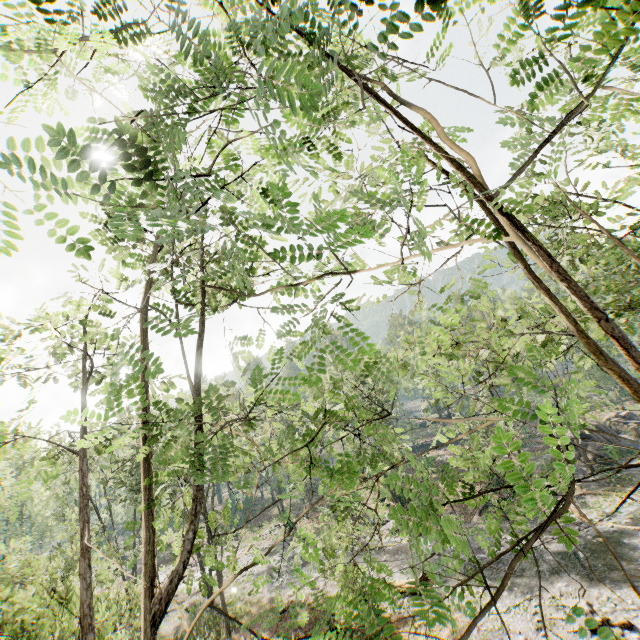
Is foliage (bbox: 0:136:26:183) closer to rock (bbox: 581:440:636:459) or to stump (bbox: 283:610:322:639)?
rock (bbox: 581:440:636:459)

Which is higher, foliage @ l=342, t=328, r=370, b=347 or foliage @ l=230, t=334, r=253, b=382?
foliage @ l=230, t=334, r=253, b=382

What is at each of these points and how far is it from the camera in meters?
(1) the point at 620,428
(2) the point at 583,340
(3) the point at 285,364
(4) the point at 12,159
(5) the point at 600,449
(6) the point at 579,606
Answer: (1) rock, 37.6 m
(2) foliage, 4.9 m
(3) foliage, 7.2 m
(4) foliage, 2.7 m
(5) rock, 34.0 m
(6) foliage, 2.3 m

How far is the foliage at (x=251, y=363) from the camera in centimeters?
407cm

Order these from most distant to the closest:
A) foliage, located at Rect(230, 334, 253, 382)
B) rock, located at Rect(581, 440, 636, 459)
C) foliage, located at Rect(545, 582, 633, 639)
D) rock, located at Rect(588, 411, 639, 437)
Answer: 1. rock, located at Rect(588, 411, 639, 437)
2. rock, located at Rect(581, 440, 636, 459)
3. foliage, located at Rect(230, 334, 253, 382)
4. foliage, located at Rect(545, 582, 633, 639)

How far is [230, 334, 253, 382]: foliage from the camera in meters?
4.1 m

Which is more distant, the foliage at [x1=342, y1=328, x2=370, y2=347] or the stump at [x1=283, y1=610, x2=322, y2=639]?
the stump at [x1=283, y1=610, x2=322, y2=639]
